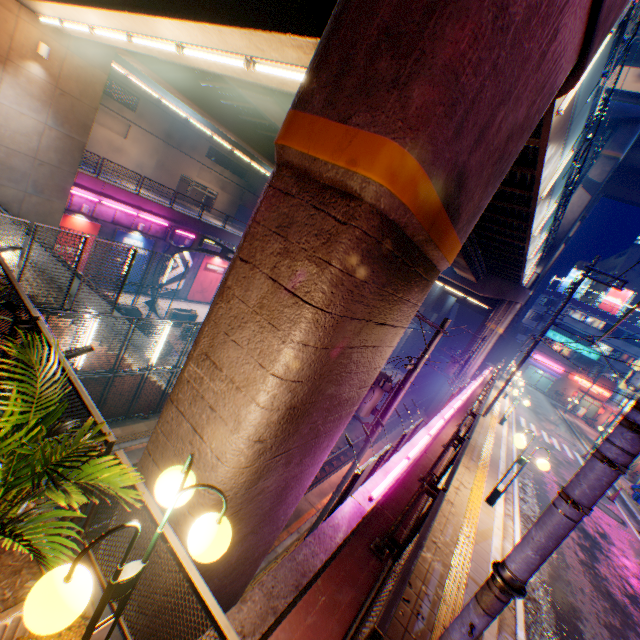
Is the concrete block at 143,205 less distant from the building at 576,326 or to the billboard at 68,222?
the billboard at 68,222

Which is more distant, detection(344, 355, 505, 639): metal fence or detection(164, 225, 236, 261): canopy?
detection(164, 225, 236, 261): canopy

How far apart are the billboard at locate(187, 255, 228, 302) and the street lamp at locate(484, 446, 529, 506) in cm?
2538

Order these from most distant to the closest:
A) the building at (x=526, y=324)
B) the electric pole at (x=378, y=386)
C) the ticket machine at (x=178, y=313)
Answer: the building at (x=526, y=324), the ticket machine at (x=178, y=313), the electric pole at (x=378, y=386)

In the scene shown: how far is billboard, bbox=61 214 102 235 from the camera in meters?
19.0 m

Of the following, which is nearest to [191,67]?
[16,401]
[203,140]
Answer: [16,401]

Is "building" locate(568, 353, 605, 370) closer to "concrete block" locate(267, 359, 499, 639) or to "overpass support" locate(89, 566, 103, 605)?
"concrete block" locate(267, 359, 499, 639)

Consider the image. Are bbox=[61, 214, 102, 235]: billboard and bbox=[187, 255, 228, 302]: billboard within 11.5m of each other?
yes
